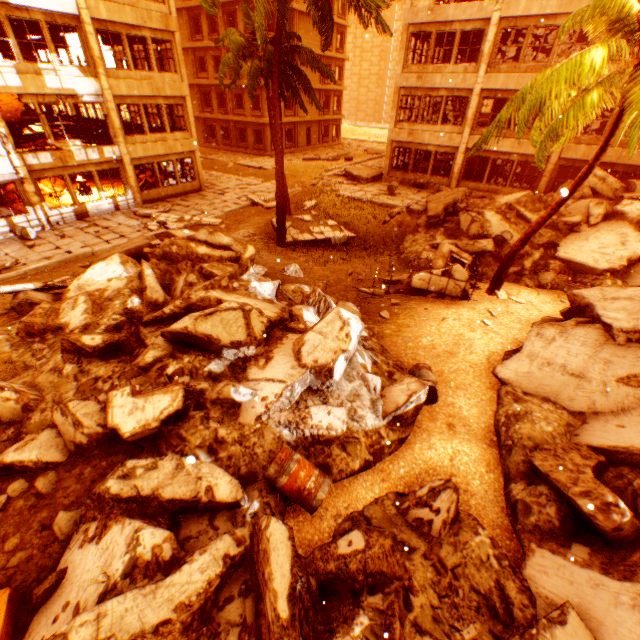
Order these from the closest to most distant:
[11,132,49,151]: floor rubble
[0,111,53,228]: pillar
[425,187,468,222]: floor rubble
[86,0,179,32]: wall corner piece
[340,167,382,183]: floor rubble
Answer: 1. [0,111,53,228]: pillar
2. [86,0,179,32]: wall corner piece
3. [425,187,468,222]: floor rubble
4. [11,132,49,151]: floor rubble
5. [340,167,382,183]: floor rubble

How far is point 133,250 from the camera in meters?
11.3

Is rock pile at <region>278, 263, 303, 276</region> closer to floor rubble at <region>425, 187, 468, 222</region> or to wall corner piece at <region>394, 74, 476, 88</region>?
floor rubble at <region>425, 187, 468, 222</region>

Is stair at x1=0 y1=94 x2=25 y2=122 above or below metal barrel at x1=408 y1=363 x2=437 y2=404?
above

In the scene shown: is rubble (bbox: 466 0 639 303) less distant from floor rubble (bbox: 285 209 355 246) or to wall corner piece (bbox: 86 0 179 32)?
floor rubble (bbox: 285 209 355 246)

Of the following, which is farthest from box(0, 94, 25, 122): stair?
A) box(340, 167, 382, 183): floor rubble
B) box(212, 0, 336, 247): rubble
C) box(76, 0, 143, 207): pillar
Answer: box(340, 167, 382, 183): floor rubble

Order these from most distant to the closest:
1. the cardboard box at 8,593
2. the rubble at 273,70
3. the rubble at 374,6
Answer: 1. the rubble at 273,70
2. the rubble at 374,6
3. the cardboard box at 8,593

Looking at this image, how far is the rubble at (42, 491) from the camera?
4.51m
